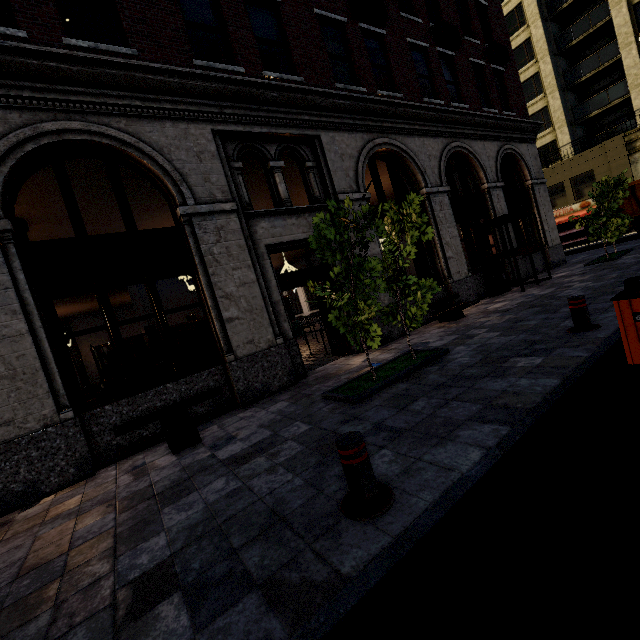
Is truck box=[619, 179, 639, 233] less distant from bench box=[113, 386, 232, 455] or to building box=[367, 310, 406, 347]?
building box=[367, 310, 406, 347]

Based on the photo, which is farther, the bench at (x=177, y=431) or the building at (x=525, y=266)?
the building at (x=525, y=266)

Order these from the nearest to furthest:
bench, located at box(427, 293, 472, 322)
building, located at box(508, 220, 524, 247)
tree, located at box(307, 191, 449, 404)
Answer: tree, located at box(307, 191, 449, 404) → bench, located at box(427, 293, 472, 322) → building, located at box(508, 220, 524, 247)

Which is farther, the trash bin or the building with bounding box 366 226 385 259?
the building with bounding box 366 226 385 259

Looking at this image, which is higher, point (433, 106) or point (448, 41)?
point (448, 41)

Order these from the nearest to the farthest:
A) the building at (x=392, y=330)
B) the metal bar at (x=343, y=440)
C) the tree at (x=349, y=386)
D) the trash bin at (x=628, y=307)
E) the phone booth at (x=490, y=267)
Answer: the metal bar at (x=343, y=440) < the trash bin at (x=628, y=307) < the tree at (x=349, y=386) < the building at (x=392, y=330) < the phone booth at (x=490, y=267)

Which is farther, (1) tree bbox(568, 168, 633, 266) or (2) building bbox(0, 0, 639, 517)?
(1) tree bbox(568, 168, 633, 266)

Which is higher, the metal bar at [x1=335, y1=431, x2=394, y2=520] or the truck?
the truck
